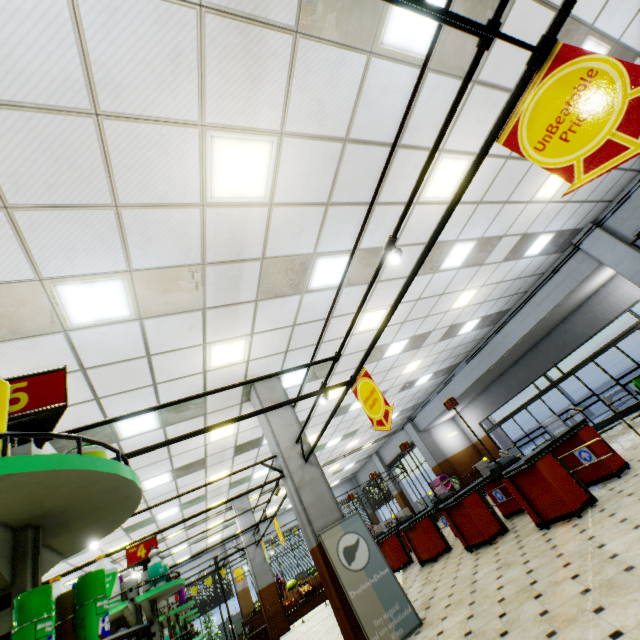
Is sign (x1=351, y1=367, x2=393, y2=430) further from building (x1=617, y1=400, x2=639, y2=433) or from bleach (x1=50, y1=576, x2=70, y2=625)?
bleach (x1=50, y1=576, x2=70, y2=625)

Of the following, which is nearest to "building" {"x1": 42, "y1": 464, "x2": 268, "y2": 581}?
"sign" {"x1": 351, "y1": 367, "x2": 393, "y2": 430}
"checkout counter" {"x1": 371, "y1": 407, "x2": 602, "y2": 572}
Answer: "checkout counter" {"x1": 371, "y1": 407, "x2": 602, "y2": 572}

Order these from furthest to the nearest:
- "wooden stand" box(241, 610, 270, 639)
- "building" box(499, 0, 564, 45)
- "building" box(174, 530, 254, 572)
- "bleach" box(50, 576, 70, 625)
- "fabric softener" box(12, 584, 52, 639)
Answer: "building" box(174, 530, 254, 572) → "wooden stand" box(241, 610, 270, 639) → "building" box(499, 0, 564, 45) → "bleach" box(50, 576, 70, 625) → "fabric softener" box(12, 584, 52, 639)

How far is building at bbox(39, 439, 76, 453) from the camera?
5.77m

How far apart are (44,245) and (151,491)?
8.64m

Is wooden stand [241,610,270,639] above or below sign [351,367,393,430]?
below

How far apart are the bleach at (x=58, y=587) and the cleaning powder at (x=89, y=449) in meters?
3.3 m

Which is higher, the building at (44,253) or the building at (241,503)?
the building at (44,253)
